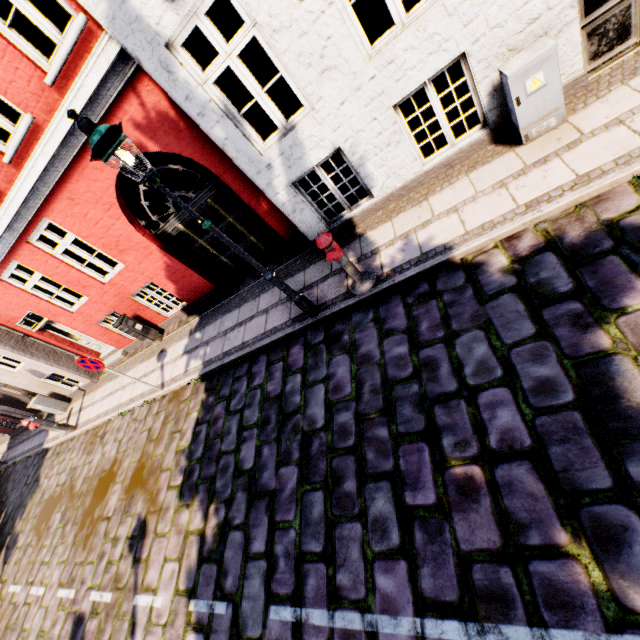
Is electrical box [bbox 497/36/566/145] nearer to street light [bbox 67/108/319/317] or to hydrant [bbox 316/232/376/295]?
hydrant [bbox 316/232/376/295]

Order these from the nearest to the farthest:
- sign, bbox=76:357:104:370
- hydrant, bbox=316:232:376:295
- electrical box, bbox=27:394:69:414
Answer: hydrant, bbox=316:232:376:295 < sign, bbox=76:357:104:370 < electrical box, bbox=27:394:69:414

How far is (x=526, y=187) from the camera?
4.3 meters

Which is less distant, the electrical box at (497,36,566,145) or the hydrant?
the electrical box at (497,36,566,145)

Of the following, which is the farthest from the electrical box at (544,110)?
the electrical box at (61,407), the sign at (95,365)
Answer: the electrical box at (61,407)

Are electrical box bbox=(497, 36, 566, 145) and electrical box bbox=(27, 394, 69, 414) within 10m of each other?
no

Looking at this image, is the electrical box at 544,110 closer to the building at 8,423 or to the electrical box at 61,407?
the building at 8,423

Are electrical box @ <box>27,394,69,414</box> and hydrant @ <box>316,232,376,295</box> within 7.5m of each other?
no
